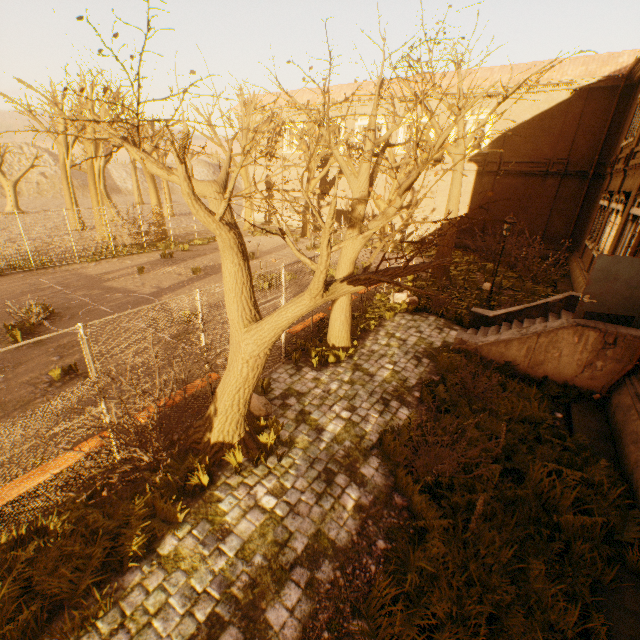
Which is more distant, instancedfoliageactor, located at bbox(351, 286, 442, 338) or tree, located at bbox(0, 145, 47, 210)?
tree, located at bbox(0, 145, 47, 210)

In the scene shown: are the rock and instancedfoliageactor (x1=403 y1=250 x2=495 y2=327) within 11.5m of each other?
no

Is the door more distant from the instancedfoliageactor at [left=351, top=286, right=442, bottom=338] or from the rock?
the rock

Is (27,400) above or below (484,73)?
below

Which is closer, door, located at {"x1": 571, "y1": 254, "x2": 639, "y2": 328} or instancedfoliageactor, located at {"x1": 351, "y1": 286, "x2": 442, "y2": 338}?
door, located at {"x1": 571, "y1": 254, "x2": 639, "y2": 328}

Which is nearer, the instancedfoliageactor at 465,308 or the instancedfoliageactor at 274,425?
the instancedfoliageactor at 274,425

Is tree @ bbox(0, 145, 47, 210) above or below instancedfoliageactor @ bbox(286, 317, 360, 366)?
above

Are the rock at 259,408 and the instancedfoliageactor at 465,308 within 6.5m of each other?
no
